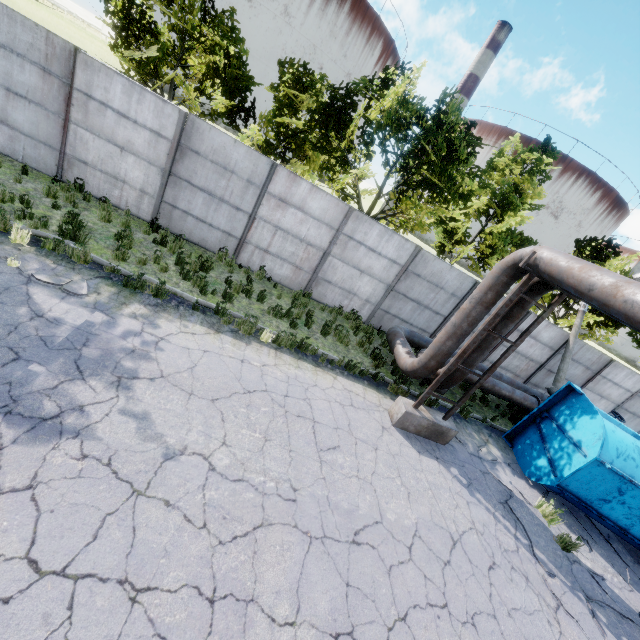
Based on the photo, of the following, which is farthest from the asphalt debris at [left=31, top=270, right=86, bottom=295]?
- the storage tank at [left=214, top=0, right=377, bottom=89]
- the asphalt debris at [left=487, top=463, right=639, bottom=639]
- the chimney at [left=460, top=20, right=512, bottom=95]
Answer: the chimney at [left=460, top=20, right=512, bottom=95]

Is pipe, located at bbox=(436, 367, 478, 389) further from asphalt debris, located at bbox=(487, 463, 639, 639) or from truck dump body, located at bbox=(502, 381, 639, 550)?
asphalt debris, located at bbox=(487, 463, 639, 639)

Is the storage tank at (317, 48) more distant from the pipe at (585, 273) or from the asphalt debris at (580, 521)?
the asphalt debris at (580, 521)

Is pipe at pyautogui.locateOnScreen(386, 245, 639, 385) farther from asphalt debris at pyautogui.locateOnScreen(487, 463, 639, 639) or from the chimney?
the chimney

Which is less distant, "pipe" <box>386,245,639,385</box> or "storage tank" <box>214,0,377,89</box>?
"pipe" <box>386,245,639,385</box>

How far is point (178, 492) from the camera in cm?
440

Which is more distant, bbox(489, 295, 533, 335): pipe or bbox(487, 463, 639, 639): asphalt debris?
bbox(489, 295, 533, 335): pipe

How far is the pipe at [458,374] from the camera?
8.5m
